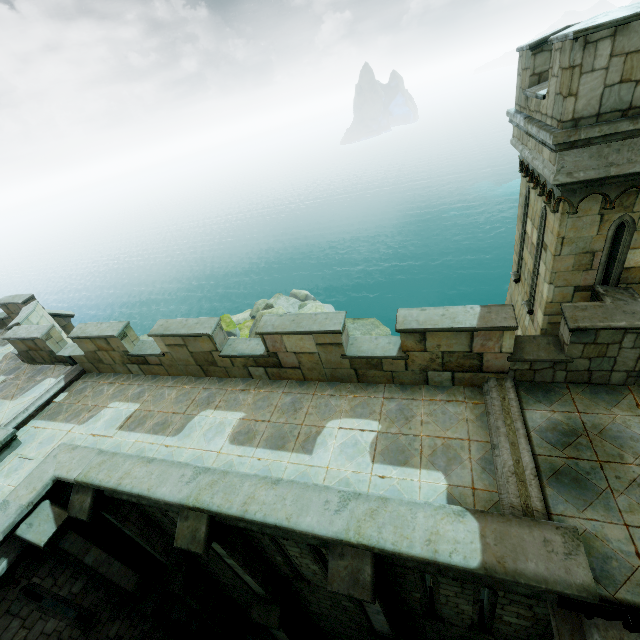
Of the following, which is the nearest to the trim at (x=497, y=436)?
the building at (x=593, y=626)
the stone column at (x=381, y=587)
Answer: the building at (x=593, y=626)

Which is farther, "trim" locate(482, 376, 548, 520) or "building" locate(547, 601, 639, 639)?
"trim" locate(482, 376, 548, 520)

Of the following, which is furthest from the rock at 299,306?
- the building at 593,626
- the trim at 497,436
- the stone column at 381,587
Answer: the trim at 497,436

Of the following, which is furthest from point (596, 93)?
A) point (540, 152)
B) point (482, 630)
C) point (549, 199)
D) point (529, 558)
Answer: point (482, 630)

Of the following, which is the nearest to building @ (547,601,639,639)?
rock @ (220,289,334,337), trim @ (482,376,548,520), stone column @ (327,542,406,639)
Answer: trim @ (482,376,548,520)

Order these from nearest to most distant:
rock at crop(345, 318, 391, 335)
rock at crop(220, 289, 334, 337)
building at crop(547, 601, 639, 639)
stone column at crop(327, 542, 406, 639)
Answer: building at crop(547, 601, 639, 639), stone column at crop(327, 542, 406, 639), rock at crop(345, 318, 391, 335), rock at crop(220, 289, 334, 337)

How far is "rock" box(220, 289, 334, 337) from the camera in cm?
2609

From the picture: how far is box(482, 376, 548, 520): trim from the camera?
5.02m
